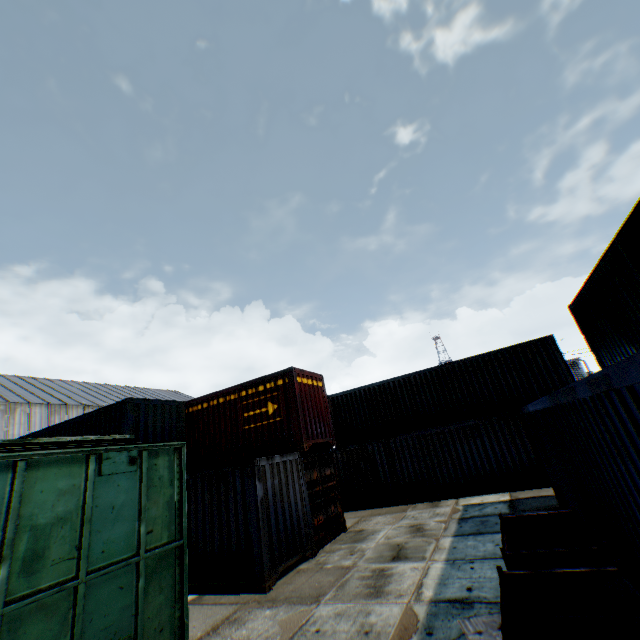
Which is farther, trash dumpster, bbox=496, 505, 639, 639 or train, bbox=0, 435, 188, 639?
train, bbox=0, 435, 188, 639

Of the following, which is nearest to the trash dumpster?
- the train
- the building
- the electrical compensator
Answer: the train

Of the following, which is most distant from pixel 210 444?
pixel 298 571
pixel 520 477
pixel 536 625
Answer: pixel 520 477

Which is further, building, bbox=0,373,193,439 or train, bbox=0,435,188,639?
building, bbox=0,373,193,439

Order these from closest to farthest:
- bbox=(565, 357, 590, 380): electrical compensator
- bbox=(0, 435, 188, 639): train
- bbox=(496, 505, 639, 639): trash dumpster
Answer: bbox=(496, 505, 639, 639): trash dumpster < bbox=(0, 435, 188, 639): train < bbox=(565, 357, 590, 380): electrical compensator

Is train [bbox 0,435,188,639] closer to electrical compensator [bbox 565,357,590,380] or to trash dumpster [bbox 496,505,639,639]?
trash dumpster [bbox 496,505,639,639]

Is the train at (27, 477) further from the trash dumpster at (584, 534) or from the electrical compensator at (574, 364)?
the electrical compensator at (574, 364)

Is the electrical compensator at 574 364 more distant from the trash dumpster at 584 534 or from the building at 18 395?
the building at 18 395
